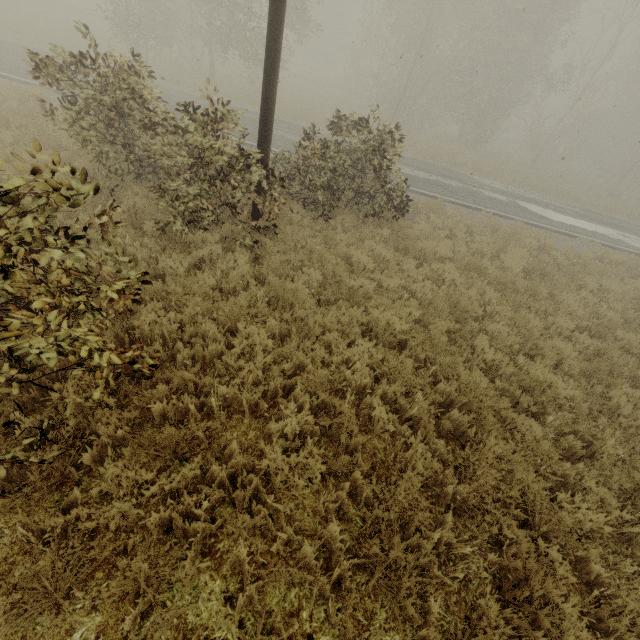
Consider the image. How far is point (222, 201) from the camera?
6.87m

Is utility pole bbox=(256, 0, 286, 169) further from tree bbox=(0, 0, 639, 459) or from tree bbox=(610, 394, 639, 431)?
tree bbox=(0, 0, 639, 459)

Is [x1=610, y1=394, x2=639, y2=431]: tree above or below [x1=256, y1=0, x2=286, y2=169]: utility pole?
below

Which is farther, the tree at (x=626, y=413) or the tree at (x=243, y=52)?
the tree at (x=626, y=413)

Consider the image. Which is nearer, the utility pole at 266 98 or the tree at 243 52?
the tree at 243 52

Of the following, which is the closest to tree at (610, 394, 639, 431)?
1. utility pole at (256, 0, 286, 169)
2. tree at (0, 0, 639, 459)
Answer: utility pole at (256, 0, 286, 169)
